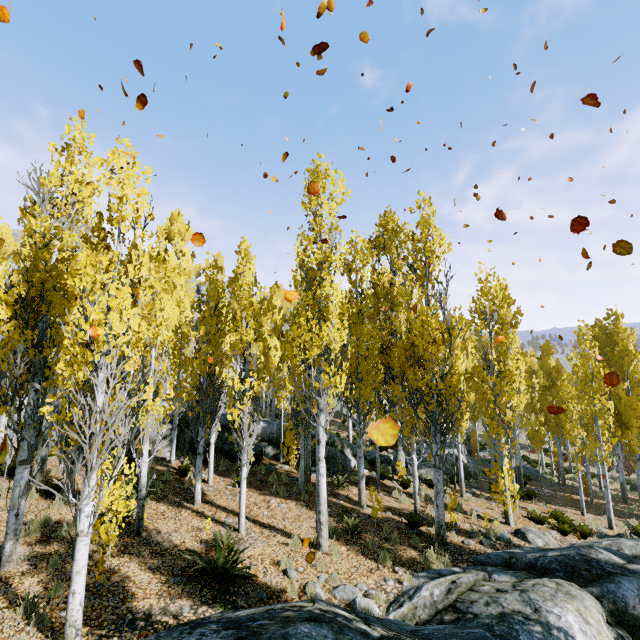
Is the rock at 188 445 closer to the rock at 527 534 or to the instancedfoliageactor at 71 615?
the instancedfoliageactor at 71 615

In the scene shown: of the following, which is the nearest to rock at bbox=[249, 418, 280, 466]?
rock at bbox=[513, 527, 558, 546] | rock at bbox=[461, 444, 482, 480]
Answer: rock at bbox=[461, 444, 482, 480]

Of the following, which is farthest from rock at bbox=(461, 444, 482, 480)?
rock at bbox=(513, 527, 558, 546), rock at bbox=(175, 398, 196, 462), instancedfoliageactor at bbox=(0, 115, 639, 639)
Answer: rock at bbox=(513, 527, 558, 546)

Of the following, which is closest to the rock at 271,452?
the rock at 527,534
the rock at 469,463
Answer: the rock at 469,463

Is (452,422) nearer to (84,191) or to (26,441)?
(26,441)

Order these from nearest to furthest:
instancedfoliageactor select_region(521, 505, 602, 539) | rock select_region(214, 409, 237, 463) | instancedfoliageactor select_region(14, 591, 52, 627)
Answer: instancedfoliageactor select_region(14, 591, 52, 627) < instancedfoliageactor select_region(521, 505, 602, 539) < rock select_region(214, 409, 237, 463)

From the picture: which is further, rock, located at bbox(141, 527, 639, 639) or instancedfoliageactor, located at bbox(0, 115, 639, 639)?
instancedfoliageactor, located at bbox(0, 115, 639, 639)

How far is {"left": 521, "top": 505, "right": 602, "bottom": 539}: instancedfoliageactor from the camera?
12.59m
